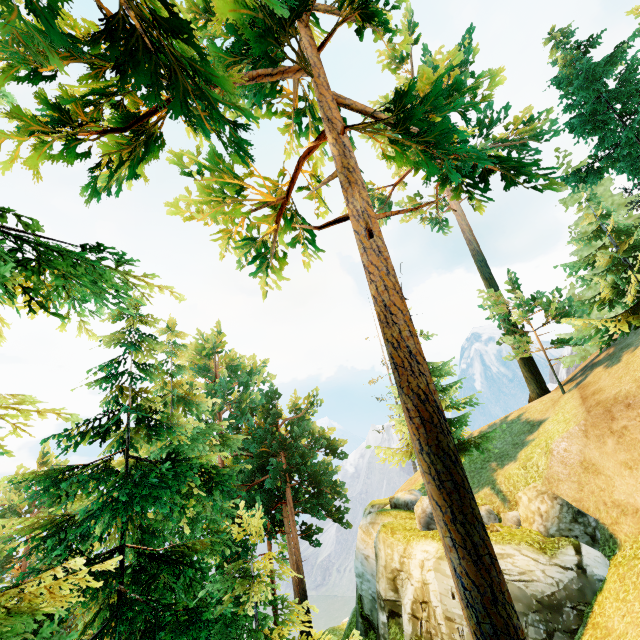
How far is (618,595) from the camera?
9.1 meters

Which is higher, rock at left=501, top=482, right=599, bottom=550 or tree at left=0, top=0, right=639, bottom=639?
tree at left=0, top=0, right=639, bottom=639

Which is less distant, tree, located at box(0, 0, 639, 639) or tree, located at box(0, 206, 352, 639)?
tree, located at box(0, 206, 352, 639)

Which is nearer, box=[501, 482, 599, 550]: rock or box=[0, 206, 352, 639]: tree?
box=[0, 206, 352, 639]: tree

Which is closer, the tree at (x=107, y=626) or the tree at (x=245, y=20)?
the tree at (x=107, y=626)

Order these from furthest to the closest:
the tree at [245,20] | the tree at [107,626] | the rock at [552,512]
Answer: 1. the rock at [552,512]
2. the tree at [245,20]
3. the tree at [107,626]

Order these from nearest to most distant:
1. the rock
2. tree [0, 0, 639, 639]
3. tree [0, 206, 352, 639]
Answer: tree [0, 206, 352, 639]
tree [0, 0, 639, 639]
the rock
